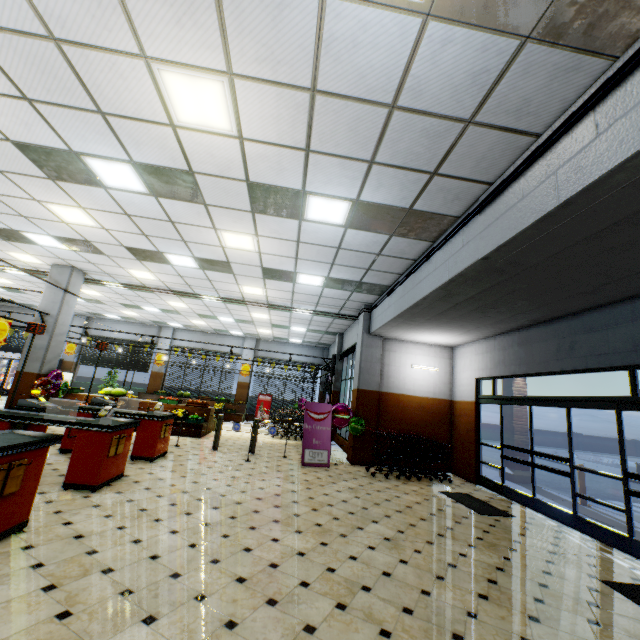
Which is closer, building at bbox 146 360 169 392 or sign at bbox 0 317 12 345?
sign at bbox 0 317 12 345

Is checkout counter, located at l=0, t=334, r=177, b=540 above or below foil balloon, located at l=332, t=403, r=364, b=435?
below

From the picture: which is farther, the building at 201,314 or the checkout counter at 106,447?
the checkout counter at 106,447

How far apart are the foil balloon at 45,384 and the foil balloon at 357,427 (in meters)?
7.91

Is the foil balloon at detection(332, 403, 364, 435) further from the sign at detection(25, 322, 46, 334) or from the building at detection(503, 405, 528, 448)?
the sign at detection(25, 322, 46, 334)

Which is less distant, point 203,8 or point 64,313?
point 203,8

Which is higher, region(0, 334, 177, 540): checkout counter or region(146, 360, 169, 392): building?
region(146, 360, 169, 392): building

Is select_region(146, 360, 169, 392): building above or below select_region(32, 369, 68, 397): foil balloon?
above
